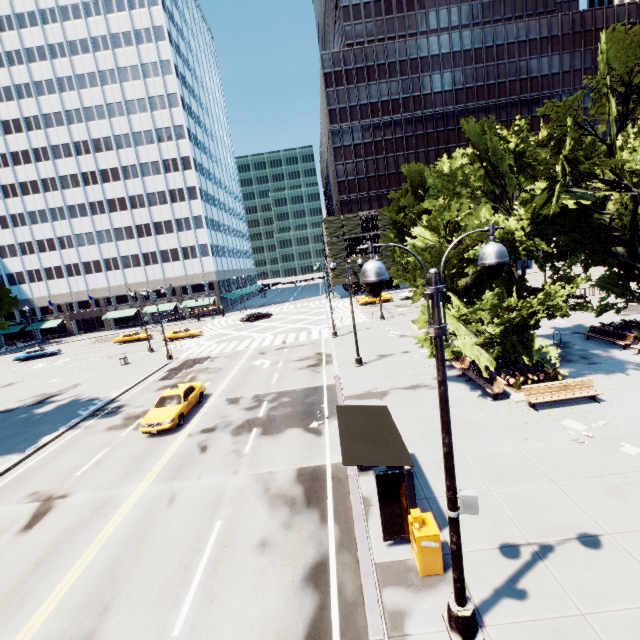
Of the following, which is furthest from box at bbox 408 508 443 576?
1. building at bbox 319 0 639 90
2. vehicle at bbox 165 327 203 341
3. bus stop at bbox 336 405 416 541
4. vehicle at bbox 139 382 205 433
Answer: building at bbox 319 0 639 90

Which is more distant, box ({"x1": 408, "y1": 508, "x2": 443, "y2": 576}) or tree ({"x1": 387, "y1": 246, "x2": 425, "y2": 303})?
tree ({"x1": 387, "y1": 246, "x2": 425, "y2": 303})

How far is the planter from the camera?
14.33m

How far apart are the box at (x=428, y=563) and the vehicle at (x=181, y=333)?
40.41m

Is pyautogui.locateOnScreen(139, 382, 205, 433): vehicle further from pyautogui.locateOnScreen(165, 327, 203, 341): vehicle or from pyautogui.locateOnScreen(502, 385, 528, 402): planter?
pyautogui.locateOnScreen(165, 327, 203, 341): vehicle

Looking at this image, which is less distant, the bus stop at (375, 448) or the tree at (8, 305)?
the bus stop at (375, 448)

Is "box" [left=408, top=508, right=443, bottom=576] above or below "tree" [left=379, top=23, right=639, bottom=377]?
below

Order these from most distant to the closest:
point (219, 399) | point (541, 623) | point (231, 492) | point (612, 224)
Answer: point (219, 399) < point (612, 224) < point (231, 492) < point (541, 623)
